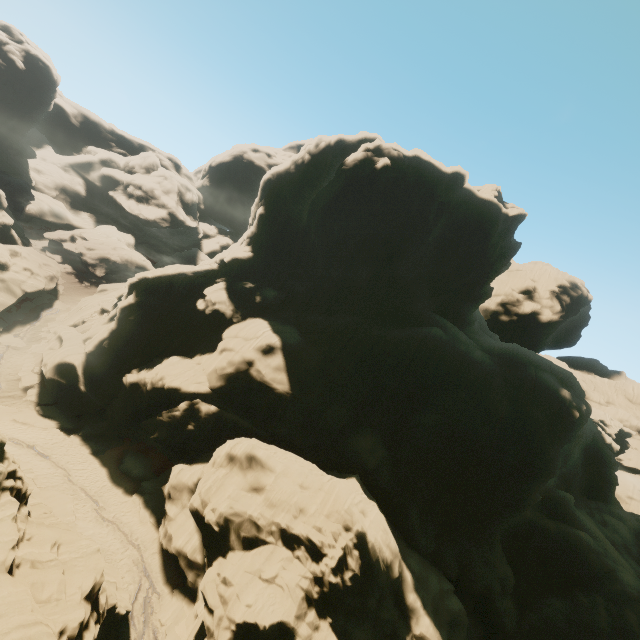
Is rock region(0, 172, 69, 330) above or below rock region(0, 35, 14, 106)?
below

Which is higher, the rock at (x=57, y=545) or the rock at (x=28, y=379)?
the rock at (x=57, y=545)

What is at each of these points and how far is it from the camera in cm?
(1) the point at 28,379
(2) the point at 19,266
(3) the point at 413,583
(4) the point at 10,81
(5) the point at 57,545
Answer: (1) rock, 3606
(2) rock, 4600
(3) rock, 2275
(4) rock, 5941
(5) rock, 1477

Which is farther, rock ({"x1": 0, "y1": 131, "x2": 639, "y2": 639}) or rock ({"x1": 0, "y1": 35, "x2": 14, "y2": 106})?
rock ({"x1": 0, "y1": 35, "x2": 14, "y2": 106})

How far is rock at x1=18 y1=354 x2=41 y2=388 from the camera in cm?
3566

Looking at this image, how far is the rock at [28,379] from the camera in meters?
35.7 m

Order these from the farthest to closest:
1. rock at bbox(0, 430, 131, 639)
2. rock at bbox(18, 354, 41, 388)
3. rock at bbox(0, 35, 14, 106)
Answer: rock at bbox(0, 35, 14, 106)
rock at bbox(18, 354, 41, 388)
rock at bbox(0, 430, 131, 639)
